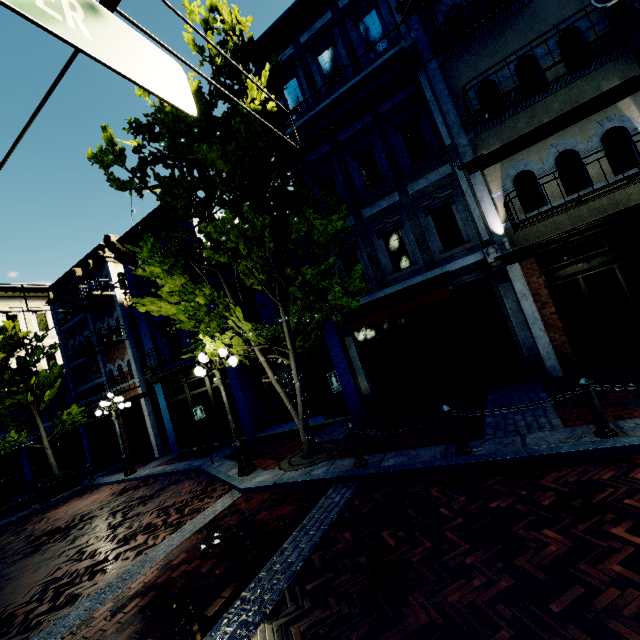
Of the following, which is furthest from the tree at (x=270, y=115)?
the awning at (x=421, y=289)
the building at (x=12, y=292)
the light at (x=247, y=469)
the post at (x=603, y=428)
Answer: the building at (x=12, y=292)

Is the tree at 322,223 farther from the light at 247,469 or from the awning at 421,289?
the awning at 421,289

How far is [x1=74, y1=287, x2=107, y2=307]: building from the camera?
16.73m

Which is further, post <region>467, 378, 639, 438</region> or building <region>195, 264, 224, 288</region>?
building <region>195, 264, 224, 288</region>

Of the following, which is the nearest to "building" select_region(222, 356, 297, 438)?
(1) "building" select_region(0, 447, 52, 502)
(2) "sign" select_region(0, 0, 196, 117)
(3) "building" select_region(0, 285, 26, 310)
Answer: (3) "building" select_region(0, 285, 26, 310)

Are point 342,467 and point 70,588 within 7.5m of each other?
yes

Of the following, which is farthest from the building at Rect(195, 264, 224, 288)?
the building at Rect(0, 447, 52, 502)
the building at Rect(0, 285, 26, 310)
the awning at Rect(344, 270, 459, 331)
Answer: the building at Rect(0, 447, 52, 502)

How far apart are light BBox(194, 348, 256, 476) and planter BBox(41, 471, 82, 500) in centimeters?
1123cm
